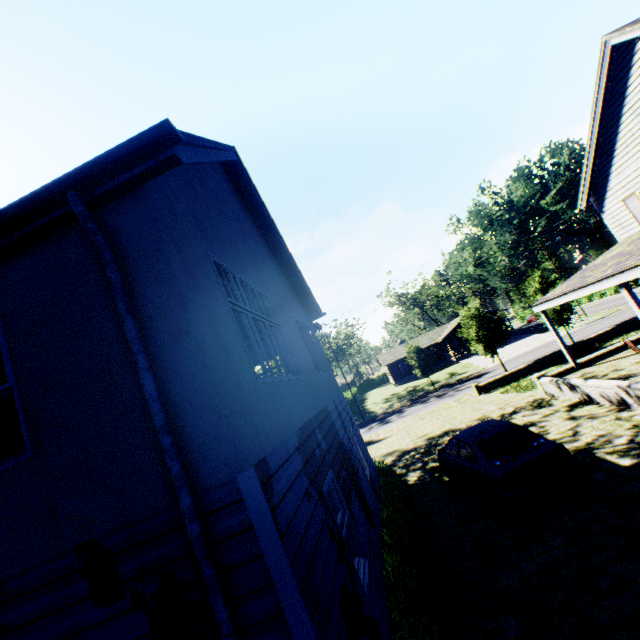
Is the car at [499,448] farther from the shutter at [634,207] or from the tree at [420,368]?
the tree at [420,368]

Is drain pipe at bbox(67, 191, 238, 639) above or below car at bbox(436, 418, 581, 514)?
→ above

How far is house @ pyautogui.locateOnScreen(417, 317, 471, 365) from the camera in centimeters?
A: 5091cm

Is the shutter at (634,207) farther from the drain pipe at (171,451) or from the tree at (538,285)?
the drain pipe at (171,451)

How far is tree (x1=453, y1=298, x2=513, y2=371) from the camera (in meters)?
27.48

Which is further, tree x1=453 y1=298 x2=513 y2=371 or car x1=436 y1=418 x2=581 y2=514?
tree x1=453 y1=298 x2=513 y2=371

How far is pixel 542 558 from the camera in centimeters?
588cm
